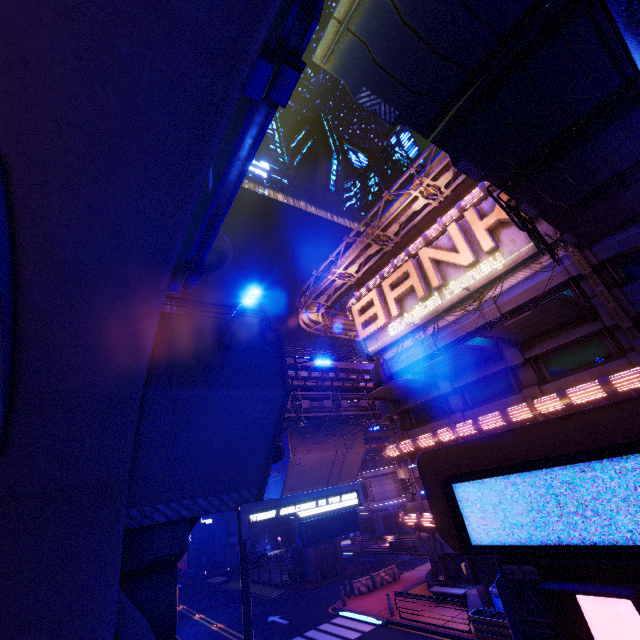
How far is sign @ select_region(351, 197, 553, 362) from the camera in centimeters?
1908cm

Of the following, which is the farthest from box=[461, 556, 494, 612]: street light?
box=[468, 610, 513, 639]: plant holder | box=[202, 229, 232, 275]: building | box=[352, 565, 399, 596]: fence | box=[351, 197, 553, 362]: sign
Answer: box=[202, 229, 232, 275]: building

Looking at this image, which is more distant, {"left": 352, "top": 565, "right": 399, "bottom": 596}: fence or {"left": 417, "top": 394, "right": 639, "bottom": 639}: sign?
{"left": 352, "top": 565, "right": 399, "bottom": 596}: fence

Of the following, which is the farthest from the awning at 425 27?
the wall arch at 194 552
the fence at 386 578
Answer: the wall arch at 194 552

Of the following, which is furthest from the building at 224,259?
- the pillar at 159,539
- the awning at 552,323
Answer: the awning at 552,323

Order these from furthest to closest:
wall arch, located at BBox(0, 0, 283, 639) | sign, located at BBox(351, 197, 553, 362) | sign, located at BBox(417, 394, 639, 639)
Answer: sign, located at BBox(351, 197, 553, 362) < wall arch, located at BBox(0, 0, 283, 639) < sign, located at BBox(417, 394, 639, 639)

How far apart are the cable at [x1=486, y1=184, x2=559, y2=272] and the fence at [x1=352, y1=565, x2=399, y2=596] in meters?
26.2 m

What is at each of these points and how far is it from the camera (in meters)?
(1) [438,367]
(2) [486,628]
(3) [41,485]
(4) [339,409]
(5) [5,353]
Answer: (1) awning, 20.14
(2) plant holder, 14.58
(3) wall arch, 7.45
(4) pipe, 34.50
(5) tunnel, 6.16
